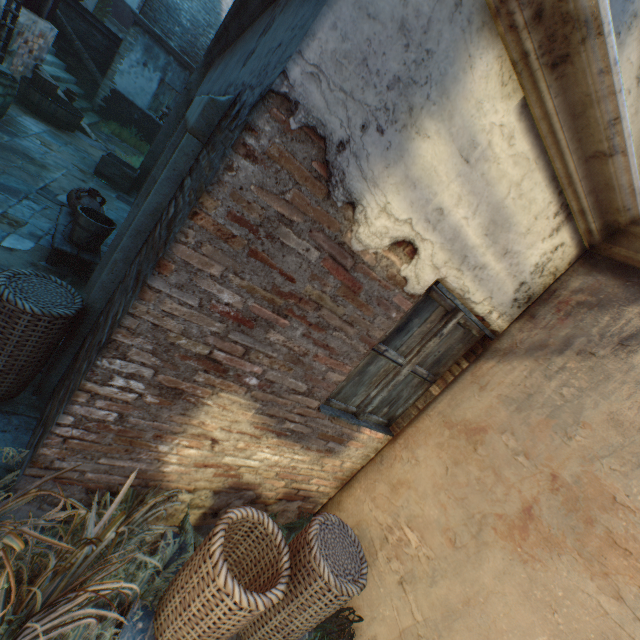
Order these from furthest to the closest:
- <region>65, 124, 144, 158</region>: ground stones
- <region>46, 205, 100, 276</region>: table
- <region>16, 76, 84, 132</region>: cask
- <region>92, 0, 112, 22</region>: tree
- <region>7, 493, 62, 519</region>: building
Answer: <region>92, 0, 112, 22</region>: tree, <region>65, 124, 144, 158</region>: ground stones, <region>16, 76, 84, 132</region>: cask, <region>46, 205, 100, 276</region>: table, <region>7, 493, 62, 519</region>: building

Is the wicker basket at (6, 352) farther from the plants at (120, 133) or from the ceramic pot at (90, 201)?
the plants at (120, 133)

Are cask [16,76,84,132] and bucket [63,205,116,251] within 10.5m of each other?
yes

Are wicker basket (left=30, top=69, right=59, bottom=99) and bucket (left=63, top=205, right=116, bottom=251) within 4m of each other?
no

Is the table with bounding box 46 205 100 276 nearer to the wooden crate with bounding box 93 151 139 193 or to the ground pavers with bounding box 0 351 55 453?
the ground pavers with bounding box 0 351 55 453

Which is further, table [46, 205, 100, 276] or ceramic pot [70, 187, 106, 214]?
ceramic pot [70, 187, 106, 214]

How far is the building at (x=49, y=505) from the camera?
2.0m

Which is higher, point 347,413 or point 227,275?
point 227,275
